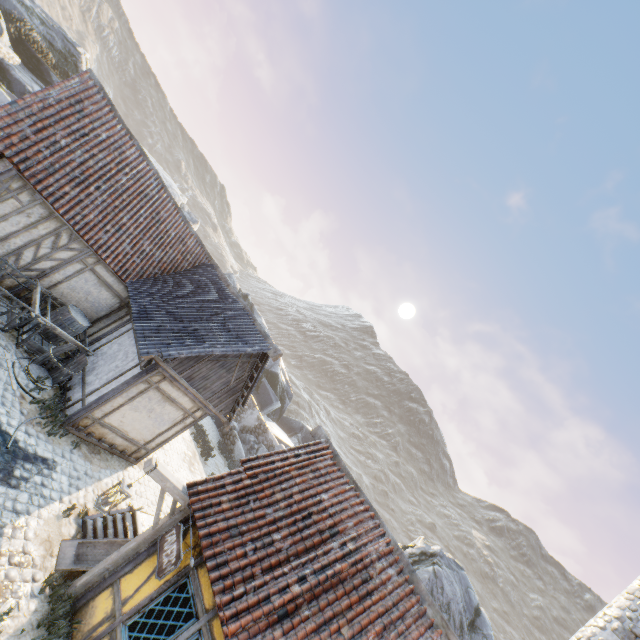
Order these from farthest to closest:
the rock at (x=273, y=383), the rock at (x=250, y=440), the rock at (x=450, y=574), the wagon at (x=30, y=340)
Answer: the rock at (x=273, y=383) < the rock at (x=250, y=440) < the rock at (x=450, y=574) < the wagon at (x=30, y=340)

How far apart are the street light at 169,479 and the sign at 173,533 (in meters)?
0.30

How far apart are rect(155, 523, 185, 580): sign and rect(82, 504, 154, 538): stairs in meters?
2.2

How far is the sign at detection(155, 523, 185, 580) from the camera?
5.46m

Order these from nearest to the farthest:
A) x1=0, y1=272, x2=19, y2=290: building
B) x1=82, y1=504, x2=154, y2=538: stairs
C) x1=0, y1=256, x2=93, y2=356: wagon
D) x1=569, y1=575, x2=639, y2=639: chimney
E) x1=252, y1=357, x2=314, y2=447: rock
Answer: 1. x1=569, y1=575, x2=639, y2=639: chimney
2. x1=82, y1=504, x2=154, y2=538: stairs
3. x1=0, y1=256, x2=93, y2=356: wagon
4. x1=0, y1=272, x2=19, y2=290: building
5. x1=252, y1=357, x2=314, y2=447: rock

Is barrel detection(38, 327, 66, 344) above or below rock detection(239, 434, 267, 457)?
below

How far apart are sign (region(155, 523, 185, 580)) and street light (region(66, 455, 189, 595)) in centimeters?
30cm

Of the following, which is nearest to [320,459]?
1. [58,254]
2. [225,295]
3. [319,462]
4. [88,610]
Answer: [319,462]
